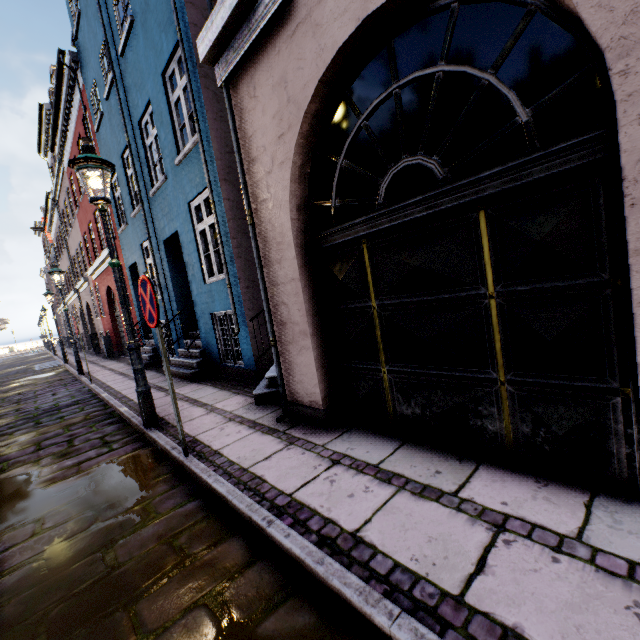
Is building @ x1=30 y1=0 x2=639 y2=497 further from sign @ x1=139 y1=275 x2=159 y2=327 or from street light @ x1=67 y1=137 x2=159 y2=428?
street light @ x1=67 y1=137 x2=159 y2=428

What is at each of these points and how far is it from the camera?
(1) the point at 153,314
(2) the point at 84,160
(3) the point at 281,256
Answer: (1) sign, 3.17m
(2) street light, 4.04m
(3) building, 3.55m

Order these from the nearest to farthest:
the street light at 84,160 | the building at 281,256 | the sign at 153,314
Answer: the building at 281,256, the sign at 153,314, the street light at 84,160

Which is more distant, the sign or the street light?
the street light

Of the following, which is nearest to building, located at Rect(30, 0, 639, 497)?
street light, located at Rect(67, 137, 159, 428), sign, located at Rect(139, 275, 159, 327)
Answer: sign, located at Rect(139, 275, 159, 327)

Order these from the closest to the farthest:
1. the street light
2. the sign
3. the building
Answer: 1. the building
2. the sign
3. the street light

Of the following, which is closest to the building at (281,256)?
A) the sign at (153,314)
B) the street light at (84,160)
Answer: the sign at (153,314)

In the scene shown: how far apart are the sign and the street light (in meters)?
1.25
